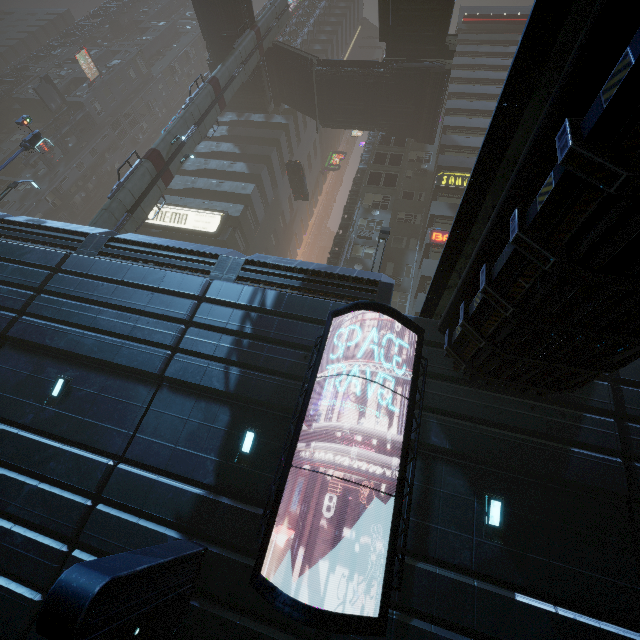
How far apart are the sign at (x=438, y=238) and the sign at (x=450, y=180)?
4.3 meters

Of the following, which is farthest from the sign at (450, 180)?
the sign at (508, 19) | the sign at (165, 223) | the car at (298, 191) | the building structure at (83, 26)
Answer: the building structure at (83, 26)

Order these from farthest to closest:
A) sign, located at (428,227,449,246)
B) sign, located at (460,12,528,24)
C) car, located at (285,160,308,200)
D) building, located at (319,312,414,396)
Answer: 1. sign, located at (460,12,528,24)
2. car, located at (285,160,308,200)
3. sign, located at (428,227,449,246)
4. building, located at (319,312,414,396)

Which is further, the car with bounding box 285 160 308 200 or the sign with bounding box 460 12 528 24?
the sign with bounding box 460 12 528 24

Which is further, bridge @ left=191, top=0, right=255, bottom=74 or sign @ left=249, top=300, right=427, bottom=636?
bridge @ left=191, top=0, right=255, bottom=74

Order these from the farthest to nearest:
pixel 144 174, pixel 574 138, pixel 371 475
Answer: pixel 144 174
pixel 371 475
pixel 574 138

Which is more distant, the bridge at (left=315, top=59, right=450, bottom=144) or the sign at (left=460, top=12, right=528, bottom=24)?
the sign at (left=460, top=12, right=528, bottom=24)

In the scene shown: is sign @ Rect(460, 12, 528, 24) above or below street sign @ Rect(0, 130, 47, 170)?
above
